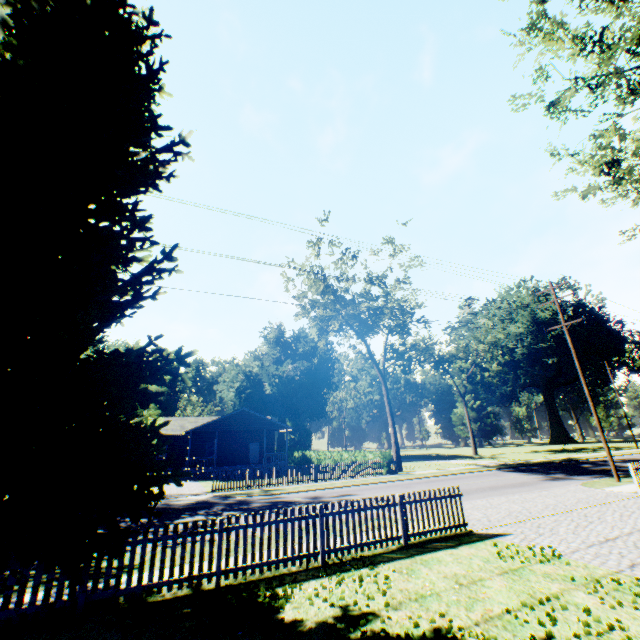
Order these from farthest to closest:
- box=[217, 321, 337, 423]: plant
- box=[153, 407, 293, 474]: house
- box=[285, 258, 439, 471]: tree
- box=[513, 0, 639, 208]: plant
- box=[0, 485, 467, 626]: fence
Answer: box=[217, 321, 337, 423]: plant
box=[153, 407, 293, 474]: house
box=[285, 258, 439, 471]: tree
box=[513, 0, 639, 208]: plant
box=[0, 485, 467, 626]: fence

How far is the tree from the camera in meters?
29.3

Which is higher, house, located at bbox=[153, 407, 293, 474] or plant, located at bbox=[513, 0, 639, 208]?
plant, located at bbox=[513, 0, 639, 208]

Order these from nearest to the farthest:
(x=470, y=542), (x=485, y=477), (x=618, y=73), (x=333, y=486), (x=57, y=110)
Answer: (x=57, y=110) < (x=470, y=542) < (x=618, y=73) < (x=333, y=486) < (x=485, y=477)

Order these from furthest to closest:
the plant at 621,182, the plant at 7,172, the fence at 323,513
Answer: the plant at 621,182, the fence at 323,513, the plant at 7,172

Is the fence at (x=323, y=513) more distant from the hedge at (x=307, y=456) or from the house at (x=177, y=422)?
the house at (x=177, y=422)

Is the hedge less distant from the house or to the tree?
the tree

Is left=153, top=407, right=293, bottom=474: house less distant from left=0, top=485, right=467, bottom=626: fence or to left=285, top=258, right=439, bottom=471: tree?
left=285, top=258, right=439, bottom=471: tree
